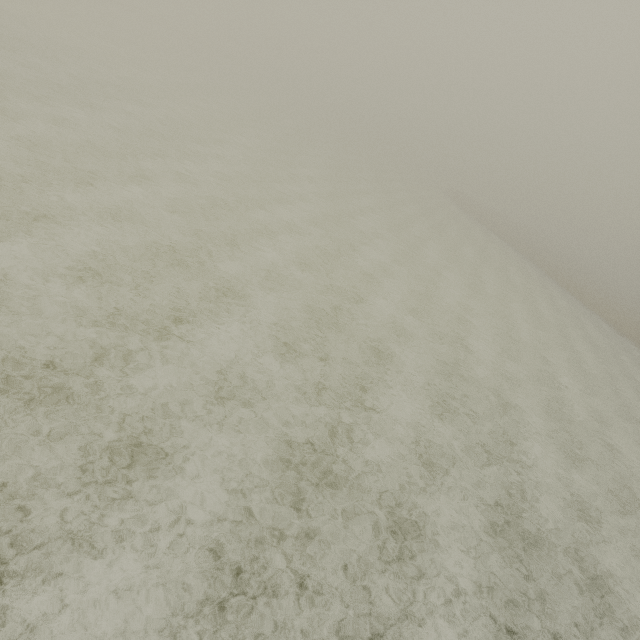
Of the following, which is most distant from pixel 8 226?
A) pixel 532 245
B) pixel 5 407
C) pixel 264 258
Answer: pixel 532 245
